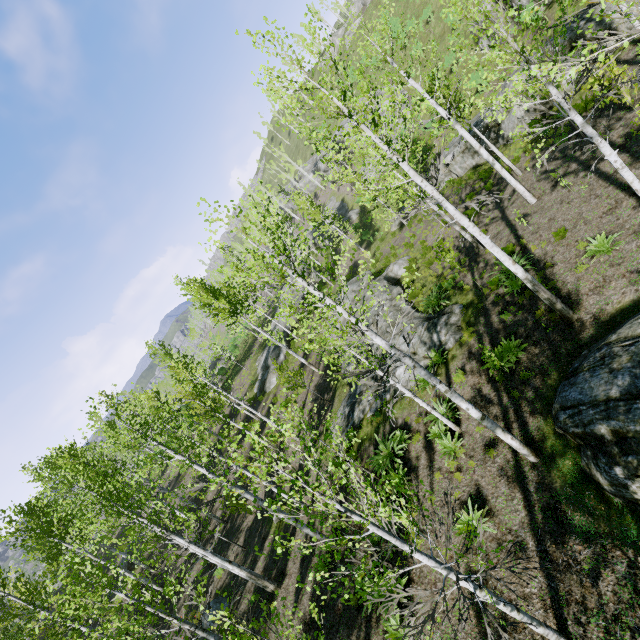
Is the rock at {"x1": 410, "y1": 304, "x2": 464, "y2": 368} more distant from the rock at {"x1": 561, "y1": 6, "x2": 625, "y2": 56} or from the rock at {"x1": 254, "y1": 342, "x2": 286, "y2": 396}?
the rock at {"x1": 561, "y1": 6, "x2": 625, "y2": 56}

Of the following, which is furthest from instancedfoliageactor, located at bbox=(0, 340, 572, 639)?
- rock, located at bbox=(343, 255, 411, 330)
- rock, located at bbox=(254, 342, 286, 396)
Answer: rock, located at bbox=(343, 255, 411, 330)

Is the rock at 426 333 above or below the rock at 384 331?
below

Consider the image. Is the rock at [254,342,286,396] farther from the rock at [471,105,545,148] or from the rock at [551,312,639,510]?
the rock at [551,312,639,510]

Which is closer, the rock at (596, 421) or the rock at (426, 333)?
the rock at (596, 421)

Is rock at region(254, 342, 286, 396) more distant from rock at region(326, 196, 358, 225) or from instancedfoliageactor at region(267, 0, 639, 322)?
rock at region(326, 196, 358, 225)

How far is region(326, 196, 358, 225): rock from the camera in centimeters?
4075cm

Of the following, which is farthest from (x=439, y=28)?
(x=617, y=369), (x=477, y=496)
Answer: (x=477, y=496)
